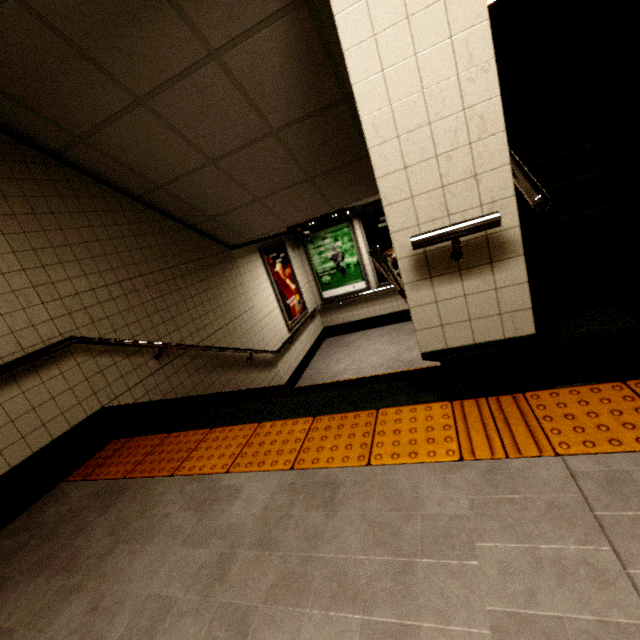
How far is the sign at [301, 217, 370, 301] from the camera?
7.6m

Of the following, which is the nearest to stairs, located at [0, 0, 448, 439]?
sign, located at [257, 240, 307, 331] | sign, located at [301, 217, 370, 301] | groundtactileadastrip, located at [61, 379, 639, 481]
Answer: groundtactileadastrip, located at [61, 379, 639, 481]

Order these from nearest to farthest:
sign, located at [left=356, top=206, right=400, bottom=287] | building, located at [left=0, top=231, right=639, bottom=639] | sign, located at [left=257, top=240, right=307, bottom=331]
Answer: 1. building, located at [left=0, top=231, right=639, bottom=639]
2. sign, located at [left=257, top=240, right=307, bottom=331]
3. sign, located at [left=356, top=206, right=400, bottom=287]

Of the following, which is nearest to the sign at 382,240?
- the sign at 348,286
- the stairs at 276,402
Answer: the sign at 348,286

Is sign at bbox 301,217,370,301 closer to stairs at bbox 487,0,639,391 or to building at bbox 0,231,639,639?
stairs at bbox 487,0,639,391

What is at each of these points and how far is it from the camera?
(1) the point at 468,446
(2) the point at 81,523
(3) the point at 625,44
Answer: (1) groundtactileadastrip, 1.58m
(2) building, 1.99m
(3) stairs, 3.62m

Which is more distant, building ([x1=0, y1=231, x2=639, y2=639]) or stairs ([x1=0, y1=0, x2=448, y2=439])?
stairs ([x1=0, y1=0, x2=448, y2=439])

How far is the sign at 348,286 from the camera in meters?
7.6
